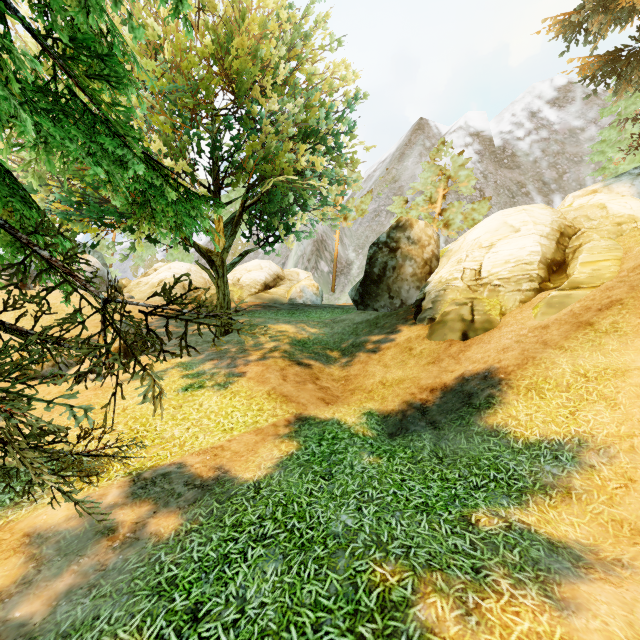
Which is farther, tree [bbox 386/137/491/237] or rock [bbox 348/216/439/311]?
tree [bbox 386/137/491/237]

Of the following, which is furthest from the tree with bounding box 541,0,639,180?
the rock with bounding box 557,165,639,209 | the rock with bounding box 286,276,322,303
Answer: the rock with bounding box 286,276,322,303

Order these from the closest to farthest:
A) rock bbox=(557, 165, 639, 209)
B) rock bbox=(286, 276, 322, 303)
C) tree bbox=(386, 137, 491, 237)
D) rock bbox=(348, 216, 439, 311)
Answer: rock bbox=(557, 165, 639, 209) → rock bbox=(348, 216, 439, 311) → rock bbox=(286, 276, 322, 303) → tree bbox=(386, 137, 491, 237)

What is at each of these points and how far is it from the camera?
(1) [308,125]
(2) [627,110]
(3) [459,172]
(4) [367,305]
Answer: (1) tree, 12.4m
(2) tree, 21.6m
(3) tree, 29.6m
(4) rock, 17.1m

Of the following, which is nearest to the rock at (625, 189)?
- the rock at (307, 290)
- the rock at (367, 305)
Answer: the rock at (367, 305)

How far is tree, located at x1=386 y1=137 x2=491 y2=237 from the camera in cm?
2869

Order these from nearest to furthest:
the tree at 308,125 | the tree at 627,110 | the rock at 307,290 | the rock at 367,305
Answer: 1. the tree at 308,125
2. the tree at 627,110
3. the rock at 367,305
4. the rock at 307,290
